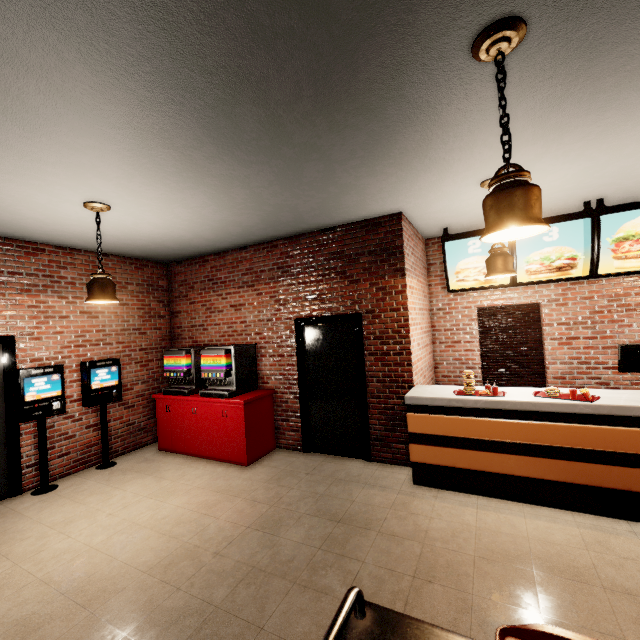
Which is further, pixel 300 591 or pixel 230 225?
pixel 230 225
